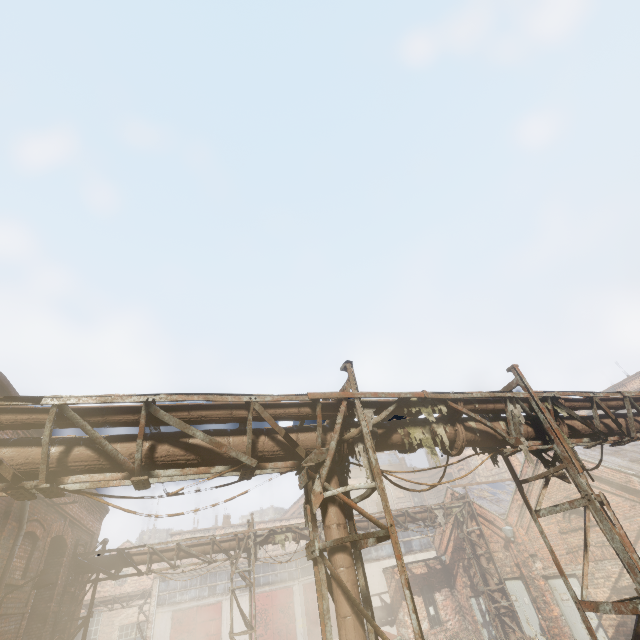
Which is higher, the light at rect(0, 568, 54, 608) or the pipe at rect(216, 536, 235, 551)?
the pipe at rect(216, 536, 235, 551)

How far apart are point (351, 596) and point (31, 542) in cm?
1075

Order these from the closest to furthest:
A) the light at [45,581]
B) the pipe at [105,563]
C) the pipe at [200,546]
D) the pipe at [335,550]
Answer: the pipe at [335,550] < the light at [45,581] < the pipe at [105,563] < the pipe at [200,546]

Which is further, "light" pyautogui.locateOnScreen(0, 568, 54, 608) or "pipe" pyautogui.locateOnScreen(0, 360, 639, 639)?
"light" pyautogui.locateOnScreen(0, 568, 54, 608)

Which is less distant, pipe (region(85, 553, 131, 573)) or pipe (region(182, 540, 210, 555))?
pipe (region(85, 553, 131, 573))

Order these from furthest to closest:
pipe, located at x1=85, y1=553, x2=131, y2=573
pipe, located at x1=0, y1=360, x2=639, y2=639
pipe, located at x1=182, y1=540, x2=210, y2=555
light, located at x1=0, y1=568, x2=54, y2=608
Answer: pipe, located at x1=182, y1=540, x2=210, y2=555
pipe, located at x1=85, y1=553, x2=131, y2=573
light, located at x1=0, y1=568, x2=54, y2=608
pipe, located at x1=0, y1=360, x2=639, y2=639

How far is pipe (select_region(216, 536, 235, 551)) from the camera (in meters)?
13.86

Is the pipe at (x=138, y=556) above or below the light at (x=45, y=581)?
above
